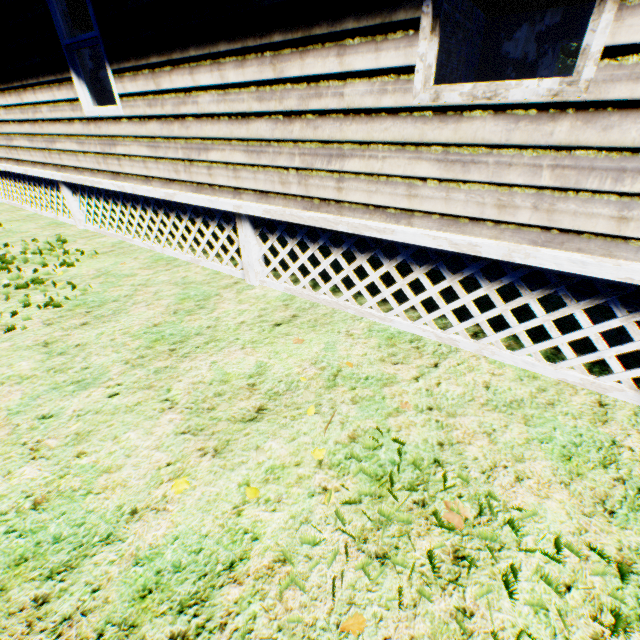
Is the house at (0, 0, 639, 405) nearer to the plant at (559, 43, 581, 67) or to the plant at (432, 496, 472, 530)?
the plant at (432, 496, 472, 530)

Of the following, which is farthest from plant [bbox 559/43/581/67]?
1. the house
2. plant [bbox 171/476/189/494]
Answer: the house

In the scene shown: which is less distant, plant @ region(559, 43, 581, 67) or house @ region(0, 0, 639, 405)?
house @ region(0, 0, 639, 405)

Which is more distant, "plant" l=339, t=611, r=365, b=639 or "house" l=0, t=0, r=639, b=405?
"house" l=0, t=0, r=639, b=405

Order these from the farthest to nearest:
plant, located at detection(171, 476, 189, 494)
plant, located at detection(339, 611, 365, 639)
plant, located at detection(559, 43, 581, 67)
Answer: plant, located at detection(559, 43, 581, 67), plant, located at detection(171, 476, 189, 494), plant, located at detection(339, 611, 365, 639)

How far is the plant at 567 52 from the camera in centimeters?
4040cm

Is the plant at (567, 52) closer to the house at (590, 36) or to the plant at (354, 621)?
the plant at (354, 621)

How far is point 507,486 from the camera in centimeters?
193cm
